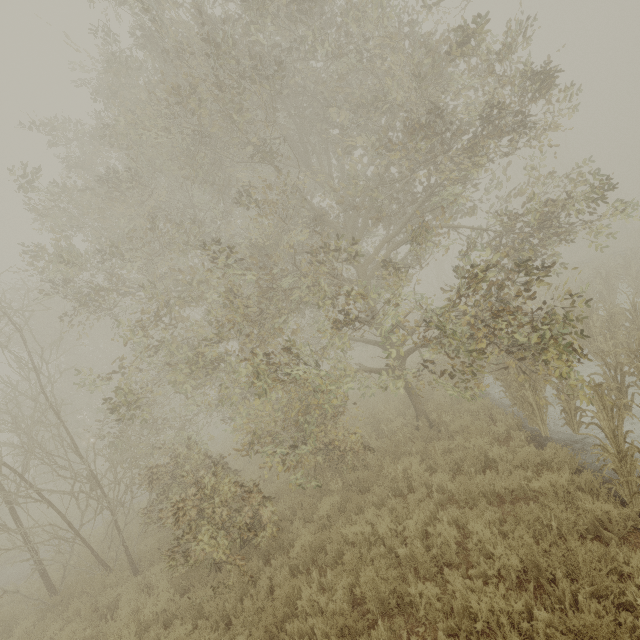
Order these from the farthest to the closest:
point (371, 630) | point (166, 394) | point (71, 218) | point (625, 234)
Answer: point (625, 234) → point (166, 394) → point (71, 218) → point (371, 630)
